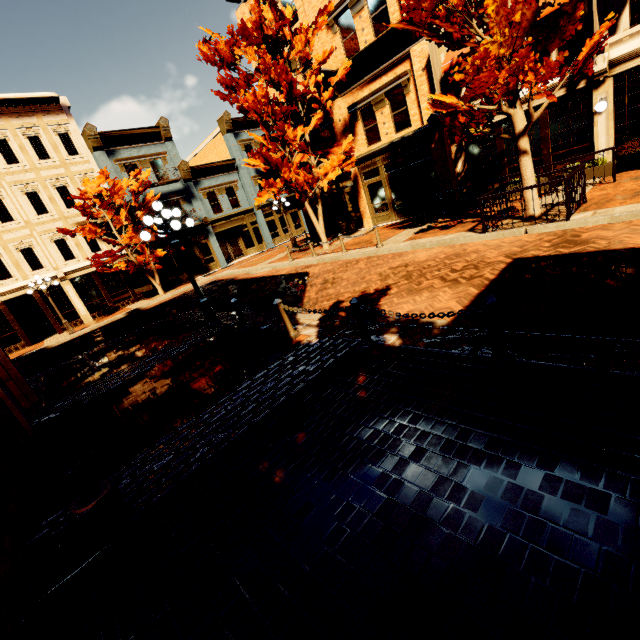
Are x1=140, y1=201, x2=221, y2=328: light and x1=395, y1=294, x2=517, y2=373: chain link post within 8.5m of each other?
yes

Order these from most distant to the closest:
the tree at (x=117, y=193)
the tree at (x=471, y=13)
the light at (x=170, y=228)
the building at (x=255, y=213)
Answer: the building at (x=255, y=213), the tree at (x=117, y=193), the light at (x=170, y=228), the tree at (x=471, y=13)

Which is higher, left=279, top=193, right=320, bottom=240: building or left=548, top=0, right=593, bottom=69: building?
left=548, top=0, right=593, bottom=69: building

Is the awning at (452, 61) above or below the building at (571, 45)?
above

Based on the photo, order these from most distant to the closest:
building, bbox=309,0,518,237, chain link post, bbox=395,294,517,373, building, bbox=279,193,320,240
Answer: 1. building, bbox=279,193,320,240
2. building, bbox=309,0,518,237
3. chain link post, bbox=395,294,517,373

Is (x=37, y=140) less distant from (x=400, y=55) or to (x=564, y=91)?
(x=400, y=55)

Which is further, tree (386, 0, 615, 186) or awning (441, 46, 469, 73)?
awning (441, 46, 469, 73)

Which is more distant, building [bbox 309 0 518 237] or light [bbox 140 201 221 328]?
building [bbox 309 0 518 237]
